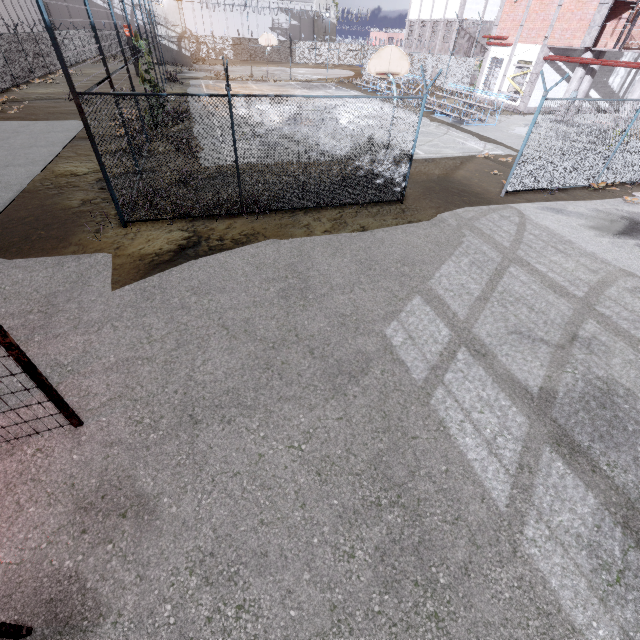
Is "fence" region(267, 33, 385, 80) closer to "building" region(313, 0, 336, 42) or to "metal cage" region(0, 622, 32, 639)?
"metal cage" region(0, 622, 32, 639)

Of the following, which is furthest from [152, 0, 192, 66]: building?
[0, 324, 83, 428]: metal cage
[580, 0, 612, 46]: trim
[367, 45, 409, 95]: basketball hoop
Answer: [367, 45, 409, 95]: basketball hoop

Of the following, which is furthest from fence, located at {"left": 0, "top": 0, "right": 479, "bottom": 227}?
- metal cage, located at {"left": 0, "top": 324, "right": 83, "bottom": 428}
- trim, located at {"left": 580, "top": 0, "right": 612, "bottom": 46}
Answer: metal cage, located at {"left": 0, "top": 324, "right": 83, "bottom": 428}

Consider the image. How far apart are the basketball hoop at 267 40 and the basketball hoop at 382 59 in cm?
2435

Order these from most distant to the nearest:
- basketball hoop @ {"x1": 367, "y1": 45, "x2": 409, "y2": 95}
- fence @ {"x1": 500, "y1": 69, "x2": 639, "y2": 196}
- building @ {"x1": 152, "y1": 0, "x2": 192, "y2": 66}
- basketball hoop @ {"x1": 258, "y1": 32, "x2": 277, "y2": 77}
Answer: building @ {"x1": 152, "y1": 0, "x2": 192, "y2": 66} → basketball hoop @ {"x1": 258, "y1": 32, "x2": 277, "y2": 77} → basketball hoop @ {"x1": 367, "y1": 45, "x2": 409, "y2": 95} → fence @ {"x1": 500, "y1": 69, "x2": 639, "y2": 196}

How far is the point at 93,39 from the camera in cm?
4397

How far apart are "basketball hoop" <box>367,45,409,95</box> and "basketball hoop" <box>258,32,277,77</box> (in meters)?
24.35

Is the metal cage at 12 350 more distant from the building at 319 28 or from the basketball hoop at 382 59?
the building at 319 28
